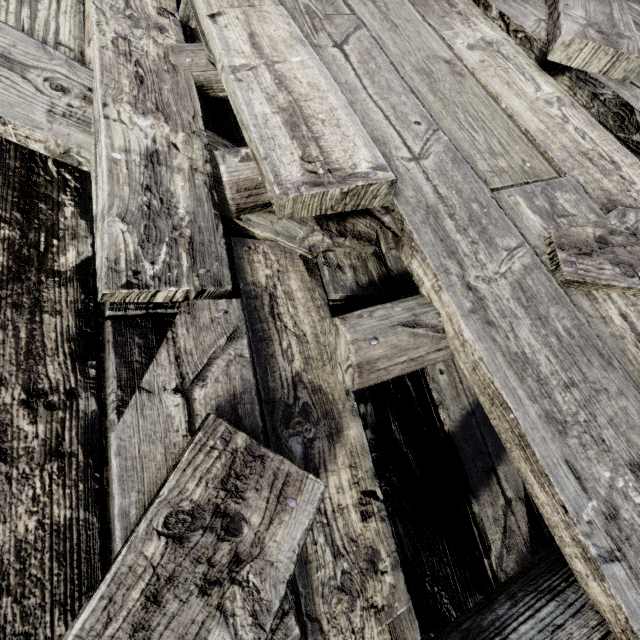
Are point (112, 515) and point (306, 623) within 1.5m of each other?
yes
